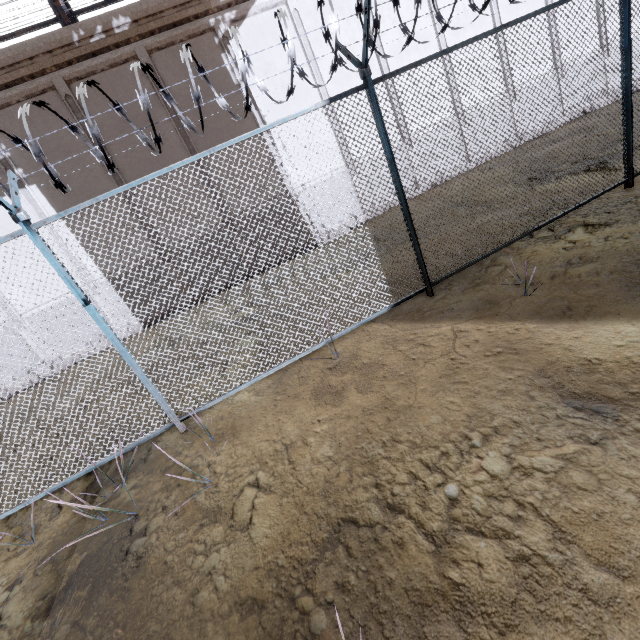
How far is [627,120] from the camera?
5.0m

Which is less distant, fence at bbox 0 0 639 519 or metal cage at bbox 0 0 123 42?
fence at bbox 0 0 639 519

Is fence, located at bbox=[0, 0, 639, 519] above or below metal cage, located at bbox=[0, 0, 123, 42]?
below

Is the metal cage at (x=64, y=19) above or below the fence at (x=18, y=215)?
above

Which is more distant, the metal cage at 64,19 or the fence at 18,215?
the metal cage at 64,19
